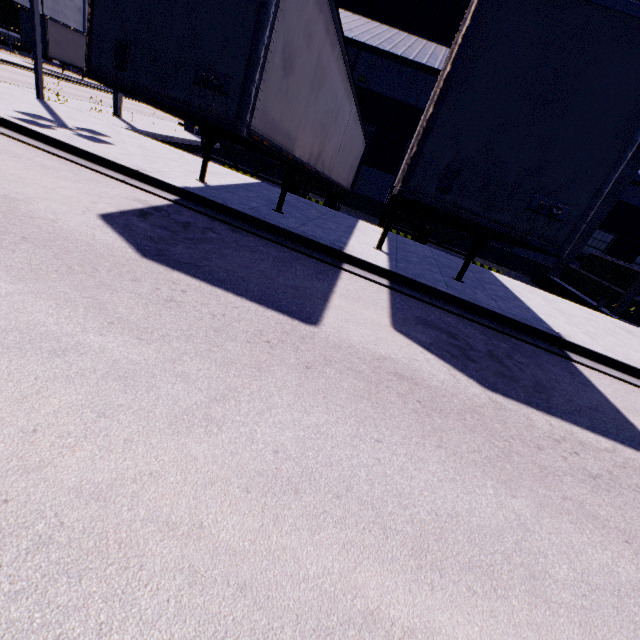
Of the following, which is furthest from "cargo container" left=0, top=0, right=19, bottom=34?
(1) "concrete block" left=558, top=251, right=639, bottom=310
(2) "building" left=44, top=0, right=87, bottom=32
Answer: (1) "concrete block" left=558, top=251, right=639, bottom=310

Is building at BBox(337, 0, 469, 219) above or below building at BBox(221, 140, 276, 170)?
above

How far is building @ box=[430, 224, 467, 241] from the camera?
19.1m

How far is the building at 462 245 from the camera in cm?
1908

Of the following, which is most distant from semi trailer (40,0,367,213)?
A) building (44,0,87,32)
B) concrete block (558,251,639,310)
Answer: concrete block (558,251,639,310)

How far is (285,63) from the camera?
5.0m

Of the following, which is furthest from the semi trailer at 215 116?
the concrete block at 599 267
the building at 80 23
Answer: the concrete block at 599 267
